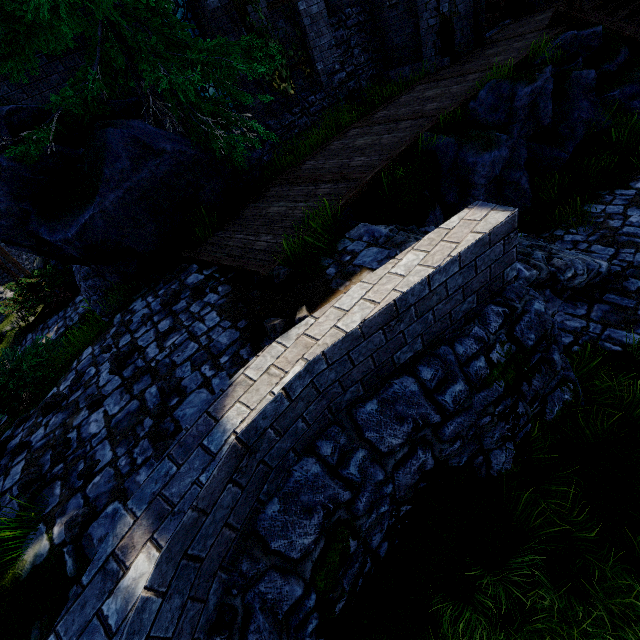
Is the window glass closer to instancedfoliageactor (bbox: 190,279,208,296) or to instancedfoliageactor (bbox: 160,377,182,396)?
instancedfoliageactor (bbox: 190,279,208,296)

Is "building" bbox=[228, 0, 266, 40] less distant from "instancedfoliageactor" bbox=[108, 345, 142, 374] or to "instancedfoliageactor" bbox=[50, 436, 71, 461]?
"instancedfoliageactor" bbox=[108, 345, 142, 374]

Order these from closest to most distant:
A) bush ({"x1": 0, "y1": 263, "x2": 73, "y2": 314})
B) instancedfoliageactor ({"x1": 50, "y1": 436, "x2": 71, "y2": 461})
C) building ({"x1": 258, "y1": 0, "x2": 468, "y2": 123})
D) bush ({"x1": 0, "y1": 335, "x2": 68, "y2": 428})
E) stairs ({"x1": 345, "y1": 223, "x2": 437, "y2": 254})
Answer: instancedfoliageactor ({"x1": 50, "y1": 436, "x2": 71, "y2": 461}) → stairs ({"x1": 345, "y1": 223, "x2": 437, "y2": 254}) → bush ({"x1": 0, "y1": 335, "x2": 68, "y2": 428}) → building ({"x1": 258, "y1": 0, "x2": 468, "y2": 123}) → bush ({"x1": 0, "y1": 263, "x2": 73, "y2": 314})

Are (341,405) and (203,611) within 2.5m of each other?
yes

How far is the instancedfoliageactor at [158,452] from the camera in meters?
2.9

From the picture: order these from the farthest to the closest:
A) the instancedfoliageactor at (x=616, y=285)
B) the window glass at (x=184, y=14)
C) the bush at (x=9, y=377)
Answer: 1. the window glass at (x=184, y=14)
2. the bush at (x=9, y=377)
3. the instancedfoliageactor at (x=616, y=285)

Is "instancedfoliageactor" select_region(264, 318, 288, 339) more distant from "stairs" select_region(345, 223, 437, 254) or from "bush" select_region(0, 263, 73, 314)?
"bush" select_region(0, 263, 73, 314)

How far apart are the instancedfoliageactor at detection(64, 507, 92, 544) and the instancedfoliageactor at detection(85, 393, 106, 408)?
1.45m
